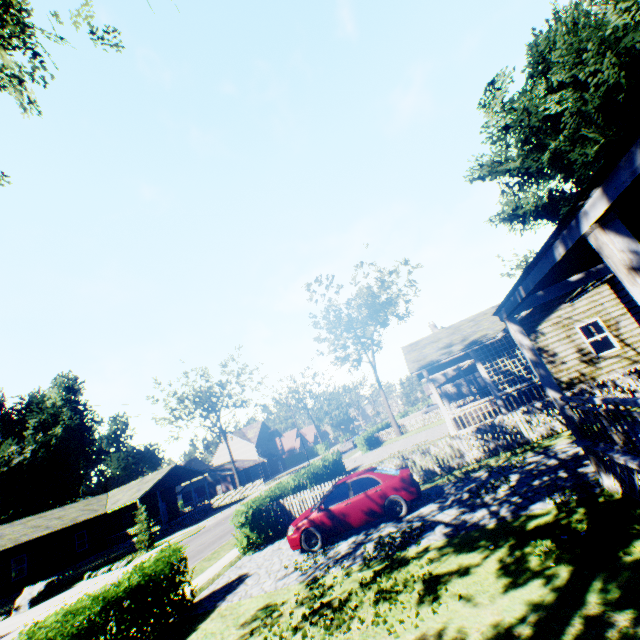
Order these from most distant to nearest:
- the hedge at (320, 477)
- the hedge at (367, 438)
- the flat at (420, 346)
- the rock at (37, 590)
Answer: the hedge at (367, 438) < the rock at (37, 590) < the flat at (420, 346) < the hedge at (320, 477)

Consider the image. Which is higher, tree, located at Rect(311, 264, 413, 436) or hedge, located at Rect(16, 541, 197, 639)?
tree, located at Rect(311, 264, 413, 436)

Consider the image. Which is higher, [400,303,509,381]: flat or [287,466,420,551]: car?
[400,303,509,381]: flat

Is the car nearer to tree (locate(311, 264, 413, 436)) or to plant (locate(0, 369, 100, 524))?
tree (locate(311, 264, 413, 436))

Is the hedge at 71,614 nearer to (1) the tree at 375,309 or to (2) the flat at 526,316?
(2) the flat at 526,316

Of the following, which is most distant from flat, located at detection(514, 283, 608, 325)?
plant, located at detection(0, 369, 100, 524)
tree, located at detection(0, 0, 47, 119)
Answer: plant, located at detection(0, 369, 100, 524)

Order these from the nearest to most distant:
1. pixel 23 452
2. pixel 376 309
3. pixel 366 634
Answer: pixel 366 634
pixel 376 309
pixel 23 452

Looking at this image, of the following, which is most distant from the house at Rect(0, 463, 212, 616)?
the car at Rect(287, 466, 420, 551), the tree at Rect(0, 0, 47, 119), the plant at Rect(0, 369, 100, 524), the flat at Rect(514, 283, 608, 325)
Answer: the tree at Rect(0, 0, 47, 119)
